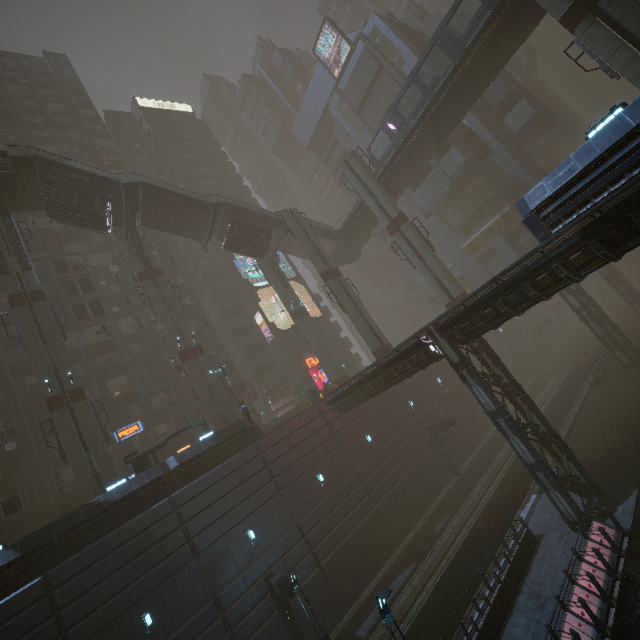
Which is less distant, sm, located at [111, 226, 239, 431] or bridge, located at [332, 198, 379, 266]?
sm, located at [111, 226, 239, 431]

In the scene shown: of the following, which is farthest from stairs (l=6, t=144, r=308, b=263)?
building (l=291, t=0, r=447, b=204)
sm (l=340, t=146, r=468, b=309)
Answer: building (l=291, t=0, r=447, b=204)

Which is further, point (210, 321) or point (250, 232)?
point (210, 321)

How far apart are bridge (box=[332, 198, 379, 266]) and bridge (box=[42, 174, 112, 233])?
21.88m

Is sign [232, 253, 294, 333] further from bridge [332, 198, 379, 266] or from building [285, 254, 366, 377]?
bridge [332, 198, 379, 266]

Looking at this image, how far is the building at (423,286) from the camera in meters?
47.0

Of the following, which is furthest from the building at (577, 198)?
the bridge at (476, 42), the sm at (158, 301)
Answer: Result: the bridge at (476, 42)

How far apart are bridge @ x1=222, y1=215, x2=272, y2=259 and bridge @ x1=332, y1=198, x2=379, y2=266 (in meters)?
7.65
